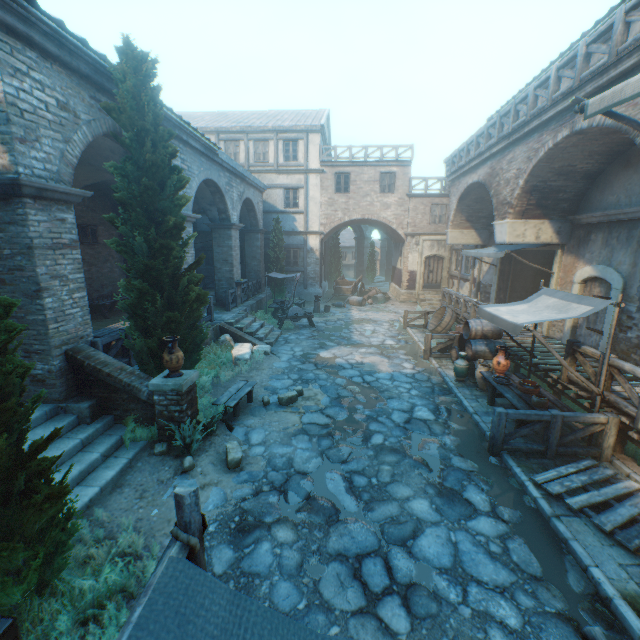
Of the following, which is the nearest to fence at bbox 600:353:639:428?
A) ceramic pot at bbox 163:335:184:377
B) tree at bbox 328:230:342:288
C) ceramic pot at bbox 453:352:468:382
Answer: ceramic pot at bbox 453:352:468:382

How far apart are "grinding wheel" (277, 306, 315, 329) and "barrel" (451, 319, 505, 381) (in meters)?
6.75

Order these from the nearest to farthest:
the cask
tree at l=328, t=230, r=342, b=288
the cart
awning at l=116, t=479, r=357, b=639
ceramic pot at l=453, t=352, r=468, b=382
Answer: awning at l=116, t=479, r=357, b=639, ceramic pot at l=453, t=352, r=468, b=382, the cask, the cart, tree at l=328, t=230, r=342, b=288

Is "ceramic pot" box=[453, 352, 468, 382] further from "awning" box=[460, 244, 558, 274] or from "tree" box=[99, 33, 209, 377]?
"tree" box=[99, 33, 209, 377]

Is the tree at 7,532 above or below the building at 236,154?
below

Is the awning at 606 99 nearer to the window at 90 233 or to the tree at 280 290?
the tree at 280 290

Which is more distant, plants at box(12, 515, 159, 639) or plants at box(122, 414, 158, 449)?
plants at box(122, 414, 158, 449)

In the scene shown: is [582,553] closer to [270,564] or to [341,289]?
[270,564]
